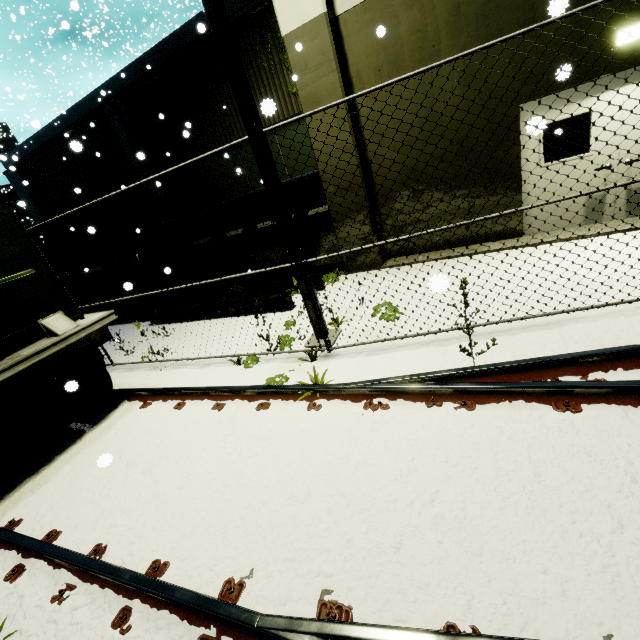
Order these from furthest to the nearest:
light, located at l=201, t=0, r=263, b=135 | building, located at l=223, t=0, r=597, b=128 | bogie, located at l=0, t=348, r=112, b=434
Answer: building, located at l=223, t=0, r=597, b=128, bogie, located at l=0, t=348, r=112, b=434, light, located at l=201, t=0, r=263, b=135

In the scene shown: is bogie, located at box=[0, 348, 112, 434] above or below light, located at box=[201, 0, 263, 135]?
below

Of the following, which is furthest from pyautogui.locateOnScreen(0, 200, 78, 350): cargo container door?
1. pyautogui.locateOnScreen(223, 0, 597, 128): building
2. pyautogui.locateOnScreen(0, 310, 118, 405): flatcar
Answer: pyautogui.locateOnScreen(223, 0, 597, 128): building

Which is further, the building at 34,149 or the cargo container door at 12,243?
the building at 34,149

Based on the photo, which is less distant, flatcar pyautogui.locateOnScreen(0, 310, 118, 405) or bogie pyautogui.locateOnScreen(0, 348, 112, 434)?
flatcar pyautogui.locateOnScreen(0, 310, 118, 405)

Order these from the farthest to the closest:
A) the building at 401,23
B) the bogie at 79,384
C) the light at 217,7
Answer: the building at 401,23 < the bogie at 79,384 < the light at 217,7

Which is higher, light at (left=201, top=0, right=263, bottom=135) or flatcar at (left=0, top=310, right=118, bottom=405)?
light at (left=201, top=0, right=263, bottom=135)

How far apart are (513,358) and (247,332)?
4.9m
